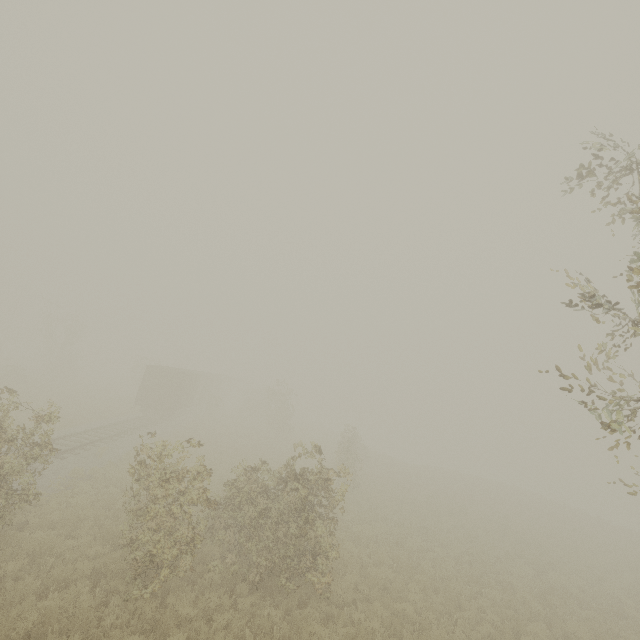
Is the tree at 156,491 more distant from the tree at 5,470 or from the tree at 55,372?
the tree at 55,372

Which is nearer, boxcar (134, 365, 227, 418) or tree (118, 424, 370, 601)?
tree (118, 424, 370, 601)

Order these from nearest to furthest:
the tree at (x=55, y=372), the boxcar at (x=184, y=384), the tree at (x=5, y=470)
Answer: the tree at (x=5, y=470) < the boxcar at (x=184, y=384) < the tree at (x=55, y=372)

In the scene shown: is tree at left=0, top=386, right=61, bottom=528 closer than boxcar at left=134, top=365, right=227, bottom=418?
Yes

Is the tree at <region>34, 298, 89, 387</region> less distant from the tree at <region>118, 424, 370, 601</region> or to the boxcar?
the boxcar

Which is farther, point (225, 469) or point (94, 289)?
point (94, 289)

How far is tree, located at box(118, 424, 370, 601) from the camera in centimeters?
876cm
